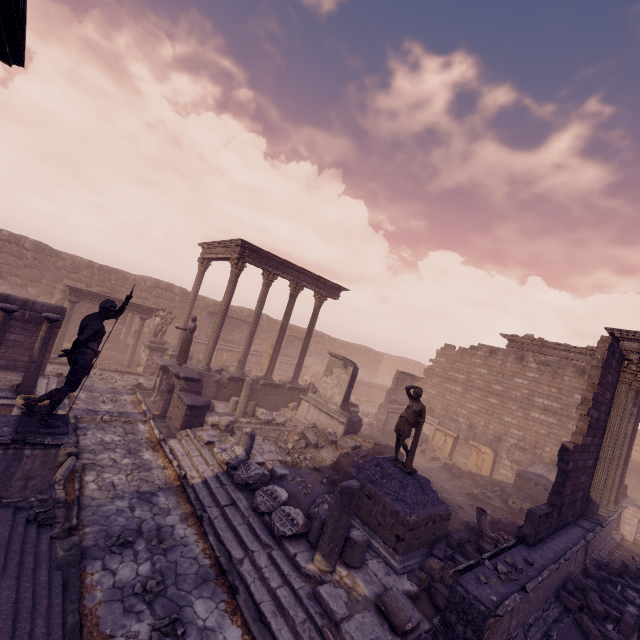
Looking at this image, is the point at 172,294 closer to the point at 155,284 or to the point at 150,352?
the point at 155,284

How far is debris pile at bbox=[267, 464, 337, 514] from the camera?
9.0 meters

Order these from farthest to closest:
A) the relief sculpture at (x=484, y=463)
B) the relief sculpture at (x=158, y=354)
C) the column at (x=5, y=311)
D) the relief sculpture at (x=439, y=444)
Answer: the relief sculpture at (x=439, y=444) → the relief sculpture at (x=484, y=463) → the relief sculpture at (x=158, y=354) → the column at (x=5, y=311)

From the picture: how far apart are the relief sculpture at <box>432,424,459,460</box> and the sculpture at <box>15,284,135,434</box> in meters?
18.2

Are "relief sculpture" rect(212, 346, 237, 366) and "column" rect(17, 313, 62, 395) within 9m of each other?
no

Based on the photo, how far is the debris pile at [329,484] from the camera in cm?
902

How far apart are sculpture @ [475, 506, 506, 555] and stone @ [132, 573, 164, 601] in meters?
8.2 m

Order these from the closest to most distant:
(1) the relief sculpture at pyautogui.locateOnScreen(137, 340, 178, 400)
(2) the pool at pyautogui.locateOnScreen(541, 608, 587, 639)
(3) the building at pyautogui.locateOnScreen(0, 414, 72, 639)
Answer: (3) the building at pyautogui.locateOnScreen(0, 414, 72, 639)
(2) the pool at pyautogui.locateOnScreen(541, 608, 587, 639)
(1) the relief sculpture at pyautogui.locateOnScreen(137, 340, 178, 400)
